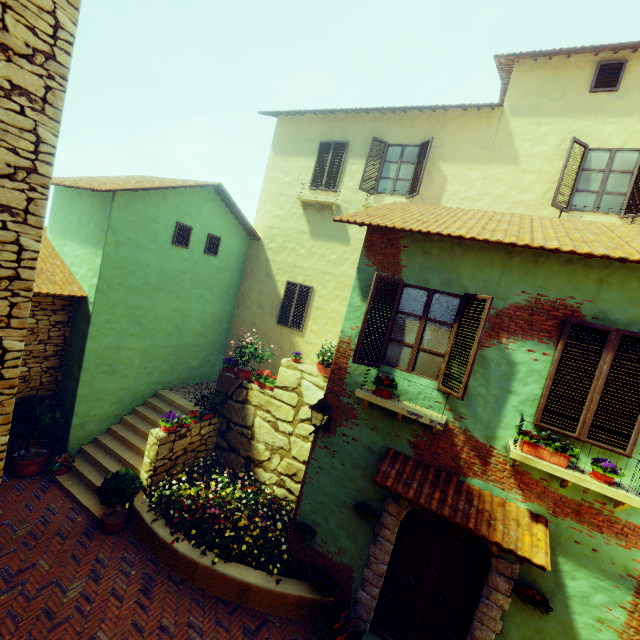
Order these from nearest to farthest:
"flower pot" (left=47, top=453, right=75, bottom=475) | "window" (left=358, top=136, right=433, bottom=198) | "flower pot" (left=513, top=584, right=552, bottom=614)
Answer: "flower pot" (left=513, top=584, right=552, bottom=614)
"flower pot" (left=47, top=453, right=75, bottom=475)
"window" (left=358, top=136, right=433, bottom=198)

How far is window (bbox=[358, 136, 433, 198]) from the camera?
9.48m

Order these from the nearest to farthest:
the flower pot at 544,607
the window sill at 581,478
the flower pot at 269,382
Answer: the window sill at 581,478 < the flower pot at 544,607 < the flower pot at 269,382

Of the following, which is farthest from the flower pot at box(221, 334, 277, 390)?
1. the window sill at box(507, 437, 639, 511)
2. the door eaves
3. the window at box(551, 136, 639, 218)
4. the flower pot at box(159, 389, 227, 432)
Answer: the window at box(551, 136, 639, 218)

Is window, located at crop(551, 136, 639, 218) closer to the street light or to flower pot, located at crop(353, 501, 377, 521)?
A: the street light

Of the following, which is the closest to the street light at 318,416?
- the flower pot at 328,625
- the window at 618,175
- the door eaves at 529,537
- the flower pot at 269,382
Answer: the door eaves at 529,537

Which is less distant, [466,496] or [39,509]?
[466,496]

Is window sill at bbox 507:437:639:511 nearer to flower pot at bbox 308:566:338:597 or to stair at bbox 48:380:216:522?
flower pot at bbox 308:566:338:597
